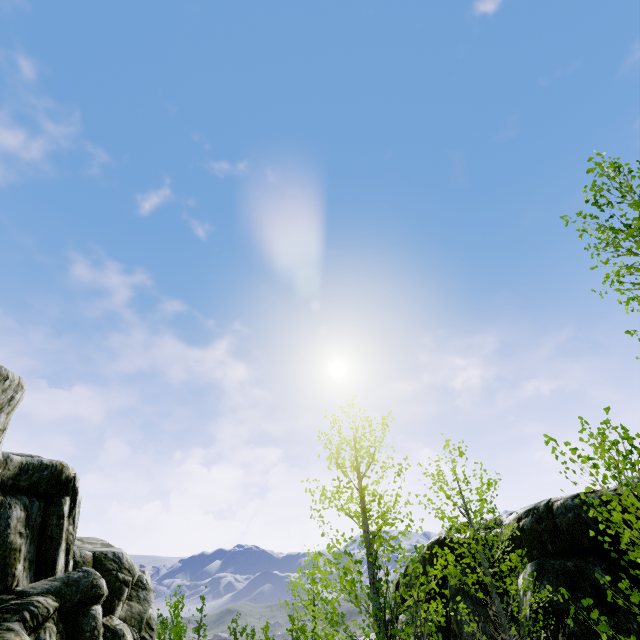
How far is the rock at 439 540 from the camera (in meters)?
9.00

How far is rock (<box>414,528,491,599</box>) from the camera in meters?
9.0 m

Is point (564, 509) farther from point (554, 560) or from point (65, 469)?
point (65, 469)

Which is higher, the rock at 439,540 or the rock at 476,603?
the rock at 439,540

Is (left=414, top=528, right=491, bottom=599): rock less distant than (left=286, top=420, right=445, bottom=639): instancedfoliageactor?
No

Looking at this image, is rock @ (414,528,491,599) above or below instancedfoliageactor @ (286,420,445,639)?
above

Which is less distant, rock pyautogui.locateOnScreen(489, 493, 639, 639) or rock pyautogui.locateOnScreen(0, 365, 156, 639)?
rock pyautogui.locateOnScreen(489, 493, 639, 639)
